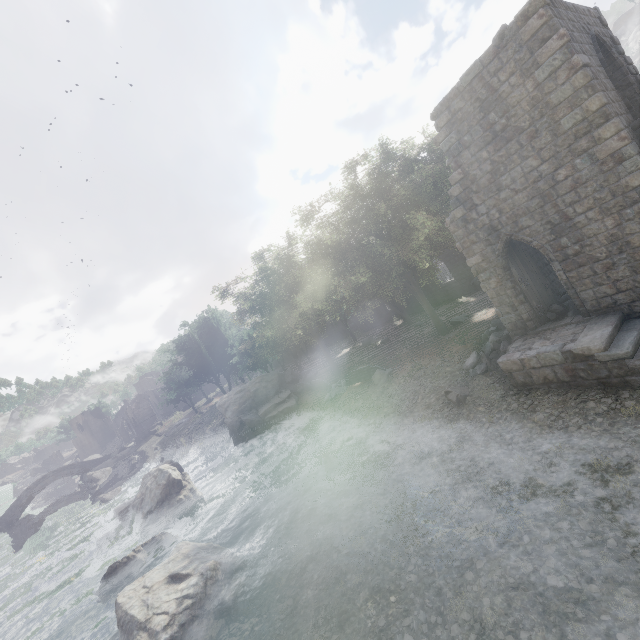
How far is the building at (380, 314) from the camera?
38.3 meters

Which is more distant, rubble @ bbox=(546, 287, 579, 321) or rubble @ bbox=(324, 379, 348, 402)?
rubble @ bbox=(324, 379, 348, 402)

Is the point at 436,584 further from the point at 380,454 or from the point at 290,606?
the point at 380,454

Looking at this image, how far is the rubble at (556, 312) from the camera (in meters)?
12.51

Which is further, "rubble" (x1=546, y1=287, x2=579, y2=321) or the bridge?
the bridge

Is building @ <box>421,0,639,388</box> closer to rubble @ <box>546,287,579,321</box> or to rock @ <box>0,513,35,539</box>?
rubble @ <box>546,287,579,321</box>

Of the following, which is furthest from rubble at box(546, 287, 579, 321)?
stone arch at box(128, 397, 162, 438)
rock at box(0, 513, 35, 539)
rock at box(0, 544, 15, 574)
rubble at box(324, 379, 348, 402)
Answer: stone arch at box(128, 397, 162, 438)

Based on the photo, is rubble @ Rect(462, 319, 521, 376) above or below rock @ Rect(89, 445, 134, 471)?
below
